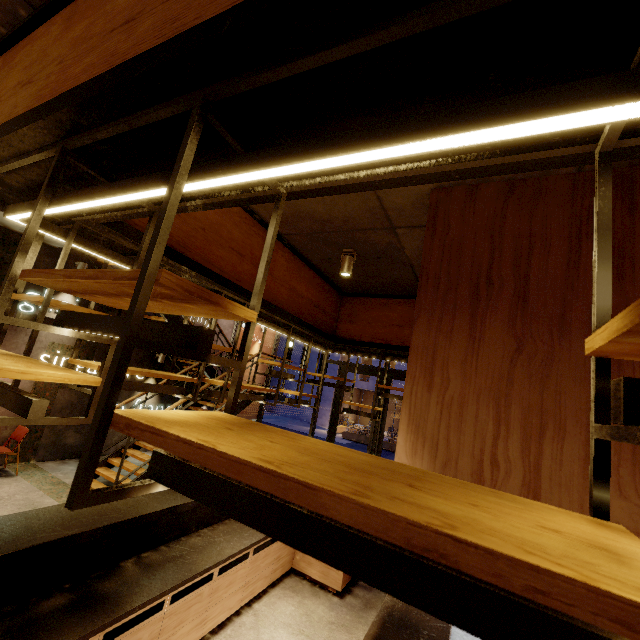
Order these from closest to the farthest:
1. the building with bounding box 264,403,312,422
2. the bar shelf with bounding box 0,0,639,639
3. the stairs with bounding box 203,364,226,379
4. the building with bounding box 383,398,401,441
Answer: the bar shelf with bounding box 0,0,639,639
the stairs with bounding box 203,364,226,379
the building with bounding box 383,398,401,441
the building with bounding box 264,403,312,422

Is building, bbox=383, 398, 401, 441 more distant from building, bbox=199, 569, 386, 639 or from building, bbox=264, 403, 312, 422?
building, bbox=199, 569, 386, 639

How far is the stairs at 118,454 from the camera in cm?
588

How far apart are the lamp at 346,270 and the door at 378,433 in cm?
548

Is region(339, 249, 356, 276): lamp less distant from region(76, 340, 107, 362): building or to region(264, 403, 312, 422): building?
region(76, 340, 107, 362): building

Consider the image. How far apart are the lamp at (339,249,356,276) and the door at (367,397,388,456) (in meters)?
5.48

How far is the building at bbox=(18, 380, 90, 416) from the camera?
6.9m

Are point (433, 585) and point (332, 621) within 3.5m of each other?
no
